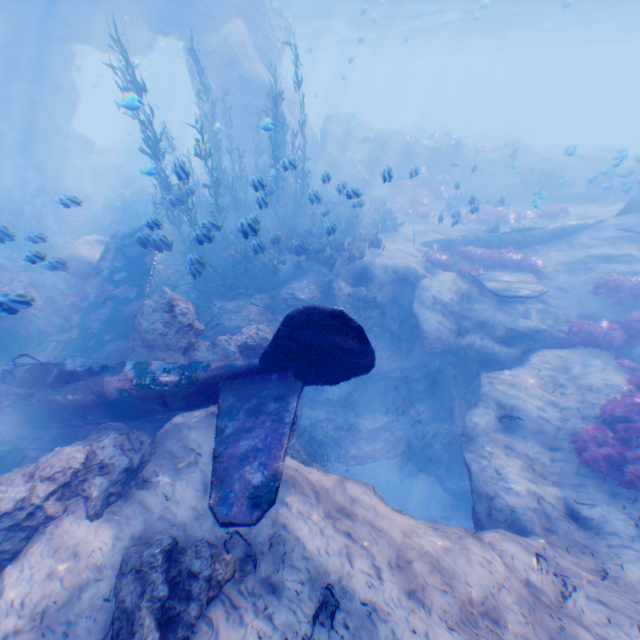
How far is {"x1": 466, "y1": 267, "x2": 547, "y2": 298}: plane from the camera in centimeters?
1064cm

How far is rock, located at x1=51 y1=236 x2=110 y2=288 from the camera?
10.4 meters

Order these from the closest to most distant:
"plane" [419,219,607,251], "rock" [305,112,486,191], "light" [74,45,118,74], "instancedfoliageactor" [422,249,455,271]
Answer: "instancedfoliageactor" [422,249,455,271] < "plane" [419,219,607,251] < "rock" [305,112,486,191] < "light" [74,45,118,74]

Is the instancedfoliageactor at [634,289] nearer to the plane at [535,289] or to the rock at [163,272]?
the rock at [163,272]

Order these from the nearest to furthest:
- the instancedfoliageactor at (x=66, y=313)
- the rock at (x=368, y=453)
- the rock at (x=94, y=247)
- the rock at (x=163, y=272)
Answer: the rock at (x=368, y=453) < the rock at (x=94, y=247) < the instancedfoliageactor at (x=66, y=313) < the rock at (x=163, y=272)

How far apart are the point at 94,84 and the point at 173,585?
40.8m

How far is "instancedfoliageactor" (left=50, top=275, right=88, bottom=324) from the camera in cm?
1095
